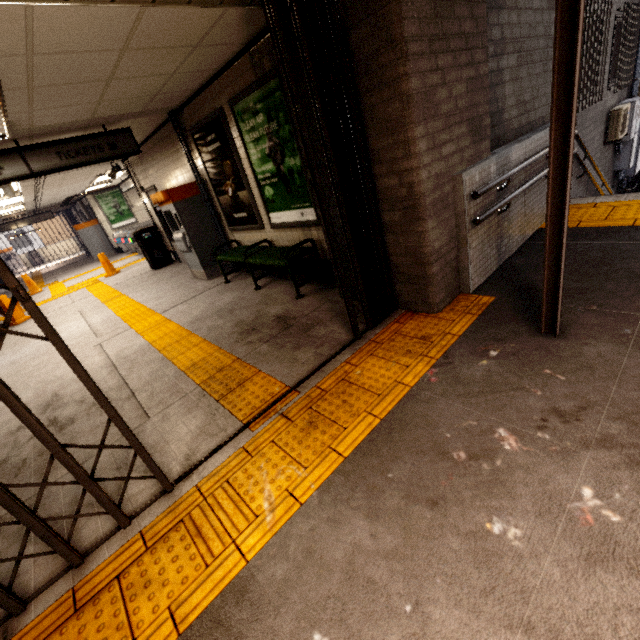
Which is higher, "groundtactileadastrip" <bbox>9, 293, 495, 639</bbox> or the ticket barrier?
the ticket barrier

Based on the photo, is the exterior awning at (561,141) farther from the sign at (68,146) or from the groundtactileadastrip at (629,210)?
the sign at (68,146)

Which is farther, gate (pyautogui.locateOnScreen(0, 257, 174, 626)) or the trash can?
the trash can

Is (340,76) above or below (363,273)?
above

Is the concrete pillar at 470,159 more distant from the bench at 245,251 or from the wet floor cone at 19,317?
the wet floor cone at 19,317

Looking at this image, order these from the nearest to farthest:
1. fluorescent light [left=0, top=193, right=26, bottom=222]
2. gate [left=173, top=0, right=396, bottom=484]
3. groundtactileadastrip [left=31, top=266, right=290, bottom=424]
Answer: gate [left=173, top=0, right=396, bottom=484]
groundtactileadastrip [left=31, top=266, right=290, bottom=424]
fluorescent light [left=0, top=193, right=26, bottom=222]

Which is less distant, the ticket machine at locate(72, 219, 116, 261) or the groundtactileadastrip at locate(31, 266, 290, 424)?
the groundtactileadastrip at locate(31, 266, 290, 424)

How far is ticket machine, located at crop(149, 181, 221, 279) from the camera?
6.2 meters
